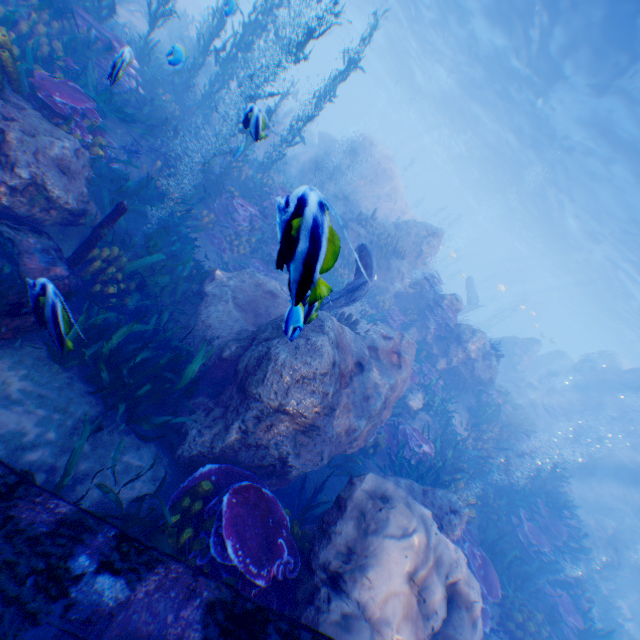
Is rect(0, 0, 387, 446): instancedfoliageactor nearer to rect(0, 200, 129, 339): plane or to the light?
rect(0, 200, 129, 339): plane

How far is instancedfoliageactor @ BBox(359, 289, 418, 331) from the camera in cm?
1284

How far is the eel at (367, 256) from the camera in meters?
3.4 m

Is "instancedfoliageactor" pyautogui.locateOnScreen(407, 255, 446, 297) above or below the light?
below

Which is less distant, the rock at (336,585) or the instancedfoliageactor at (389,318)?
the rock at (336,585)

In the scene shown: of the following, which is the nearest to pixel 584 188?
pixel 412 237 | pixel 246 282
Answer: pixel 412 237

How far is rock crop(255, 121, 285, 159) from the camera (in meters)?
17.72

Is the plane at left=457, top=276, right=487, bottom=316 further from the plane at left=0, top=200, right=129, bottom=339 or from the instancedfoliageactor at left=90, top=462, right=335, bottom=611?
the plane at left=0, top=200, right=129, bottom=339
